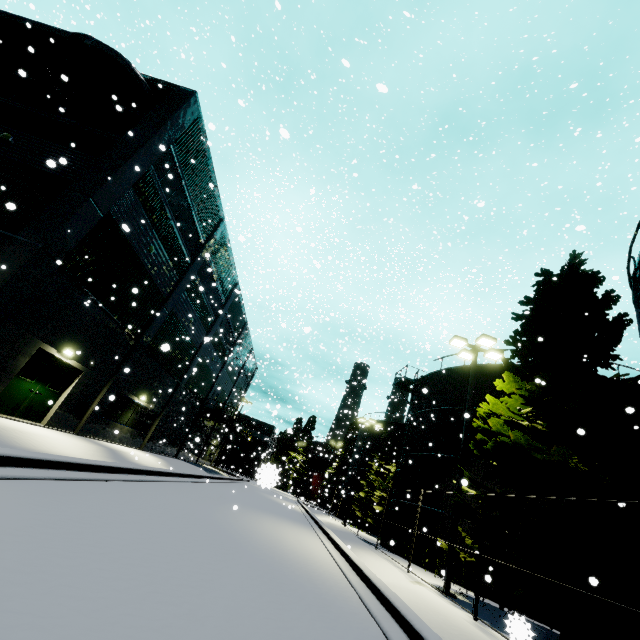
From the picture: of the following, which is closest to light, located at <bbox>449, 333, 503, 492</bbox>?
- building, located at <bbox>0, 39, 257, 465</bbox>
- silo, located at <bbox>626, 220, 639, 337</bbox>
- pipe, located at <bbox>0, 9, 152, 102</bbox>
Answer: silo, located at <bbox>626, 220, 639, 337</bbox>

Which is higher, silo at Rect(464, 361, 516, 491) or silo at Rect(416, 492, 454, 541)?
silo at Rect(464, 361, 516, 491)

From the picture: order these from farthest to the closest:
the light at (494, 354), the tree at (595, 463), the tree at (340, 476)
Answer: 1. the tree at (340, 476)
2. the light at (494, 354)
3. the tree at (595, 463)

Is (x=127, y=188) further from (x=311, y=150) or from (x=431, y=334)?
(x=431, y=334)

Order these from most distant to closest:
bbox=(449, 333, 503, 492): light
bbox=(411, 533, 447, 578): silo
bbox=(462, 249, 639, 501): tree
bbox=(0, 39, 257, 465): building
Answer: bbox=(411, 533, 447, 578): silo
bbox=(449, 333, 503, 492): light
bbox=(0, 39, 257, 465): building
bbox=(462, 249, 639, 501): tree

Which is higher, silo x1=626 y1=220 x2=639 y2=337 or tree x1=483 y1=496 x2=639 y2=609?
silo x1=626 y1=220 x2=639 y2=337

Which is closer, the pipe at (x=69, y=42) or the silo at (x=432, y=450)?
the pipe at (x=69, y=42)

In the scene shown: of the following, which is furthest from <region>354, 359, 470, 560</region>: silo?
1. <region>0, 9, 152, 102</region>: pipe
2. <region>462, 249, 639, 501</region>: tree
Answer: <region>0, 9, 152, 102</region>: pipe
